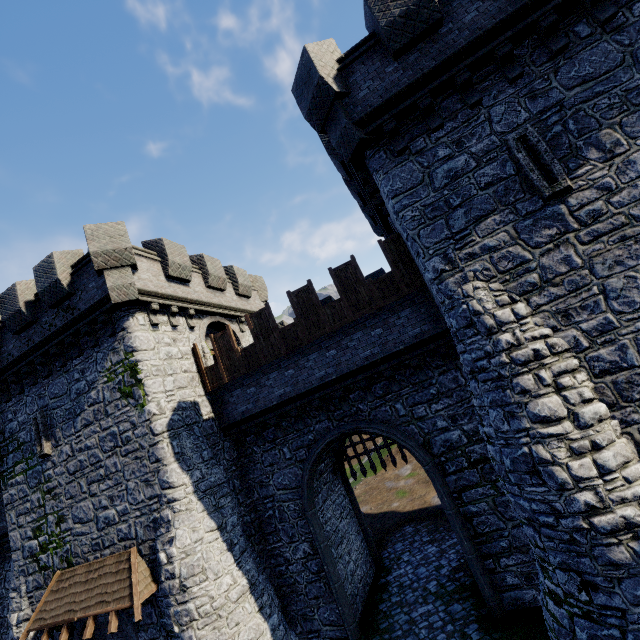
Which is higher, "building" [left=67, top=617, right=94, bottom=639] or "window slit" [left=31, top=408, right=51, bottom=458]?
"window slit" [left=31, top=408, right=51, bottom=458]

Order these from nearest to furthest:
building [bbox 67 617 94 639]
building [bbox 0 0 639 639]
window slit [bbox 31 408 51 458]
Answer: building [bbox 0 0 639 639]
building [bbox 67 617 94 639]
window slit [bbox 31 408 51 458]

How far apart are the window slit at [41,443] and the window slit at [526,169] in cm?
1864

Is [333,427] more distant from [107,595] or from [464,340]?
[107,595]

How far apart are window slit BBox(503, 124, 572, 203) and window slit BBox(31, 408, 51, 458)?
18.6m

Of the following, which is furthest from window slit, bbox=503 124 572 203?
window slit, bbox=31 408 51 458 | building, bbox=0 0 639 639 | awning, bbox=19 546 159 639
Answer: window slit, bbox=31 408 51 458

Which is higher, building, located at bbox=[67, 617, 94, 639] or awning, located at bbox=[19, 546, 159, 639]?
awning, located at bbox=[19, 546, 159, 639]

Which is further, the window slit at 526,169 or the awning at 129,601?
the awning at 129,601
